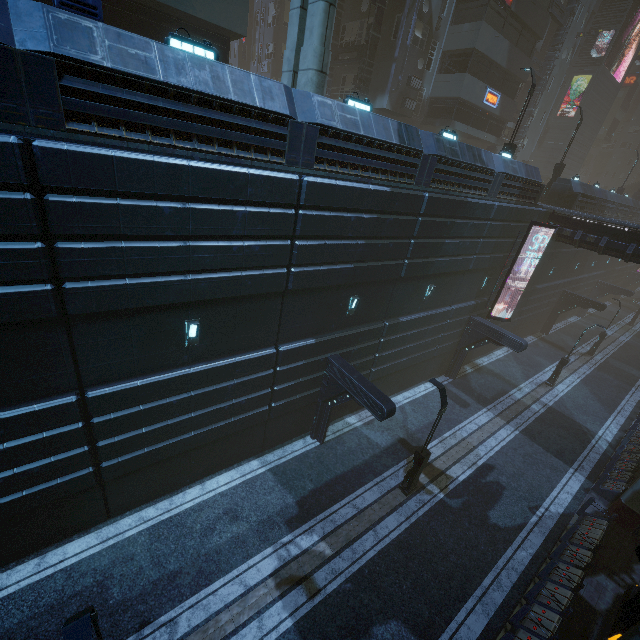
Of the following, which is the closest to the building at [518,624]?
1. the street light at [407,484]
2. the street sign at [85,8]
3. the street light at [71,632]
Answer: the street sign at [85,8]

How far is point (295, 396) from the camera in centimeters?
1405cm

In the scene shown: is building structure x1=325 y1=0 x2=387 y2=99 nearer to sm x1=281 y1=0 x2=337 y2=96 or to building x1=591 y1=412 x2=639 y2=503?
building x1=591 y1=412 x2=639 y2=503

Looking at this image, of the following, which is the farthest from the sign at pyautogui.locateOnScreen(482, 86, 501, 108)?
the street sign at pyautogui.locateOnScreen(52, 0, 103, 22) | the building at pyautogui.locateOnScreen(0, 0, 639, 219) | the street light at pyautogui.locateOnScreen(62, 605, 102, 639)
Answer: the street light at pyautogui.locateOnScreen(62, 605, 102, 639)

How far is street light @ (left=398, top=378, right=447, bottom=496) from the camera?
12.2m

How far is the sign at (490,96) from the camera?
Answer: 25.9 meters

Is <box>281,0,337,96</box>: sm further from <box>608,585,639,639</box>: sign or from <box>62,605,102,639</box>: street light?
<box>608,585,639,639</box>: sign

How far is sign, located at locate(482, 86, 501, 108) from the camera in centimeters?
2592cm
